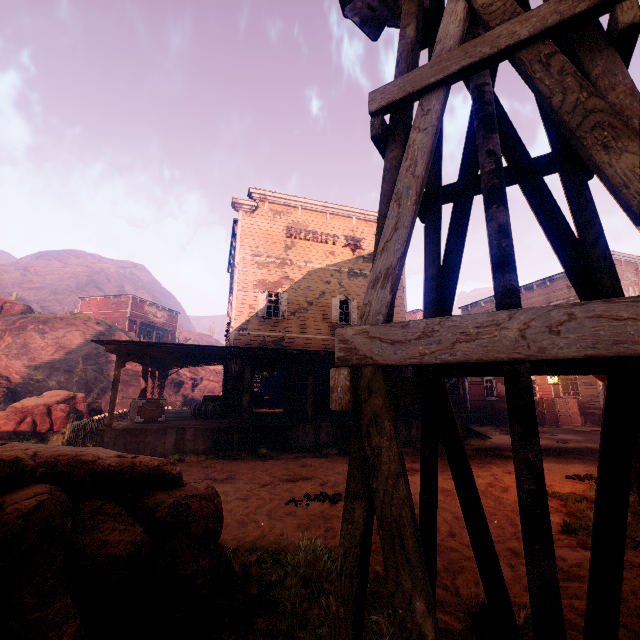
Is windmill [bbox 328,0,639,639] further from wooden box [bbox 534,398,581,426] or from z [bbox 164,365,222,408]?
wooden box [bbox 534,398,581,426]

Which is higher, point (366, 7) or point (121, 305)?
point (121, 305)

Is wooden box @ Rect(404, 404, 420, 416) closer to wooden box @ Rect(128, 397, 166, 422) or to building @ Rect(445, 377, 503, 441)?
building @ Rect(445, 377, 503, 441)

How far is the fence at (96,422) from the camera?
10.82m

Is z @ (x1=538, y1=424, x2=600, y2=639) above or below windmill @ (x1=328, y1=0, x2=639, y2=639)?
below

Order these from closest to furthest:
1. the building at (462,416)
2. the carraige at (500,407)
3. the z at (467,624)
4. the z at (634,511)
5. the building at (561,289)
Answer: the z at (467,624) → the z at (634,511) → the building at (462,416) → the carraige at (500,407) → the building at (561,289)

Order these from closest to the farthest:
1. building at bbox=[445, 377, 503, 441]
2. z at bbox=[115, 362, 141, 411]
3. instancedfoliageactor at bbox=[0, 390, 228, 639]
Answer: instancedfoliageactor at bbox=[0, 390, 228, 639] → building at bbox=[445, 377, 503, 441] → z at bbox=[115, 362, 141, 411]

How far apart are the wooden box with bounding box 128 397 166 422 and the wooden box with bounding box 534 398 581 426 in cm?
2336
